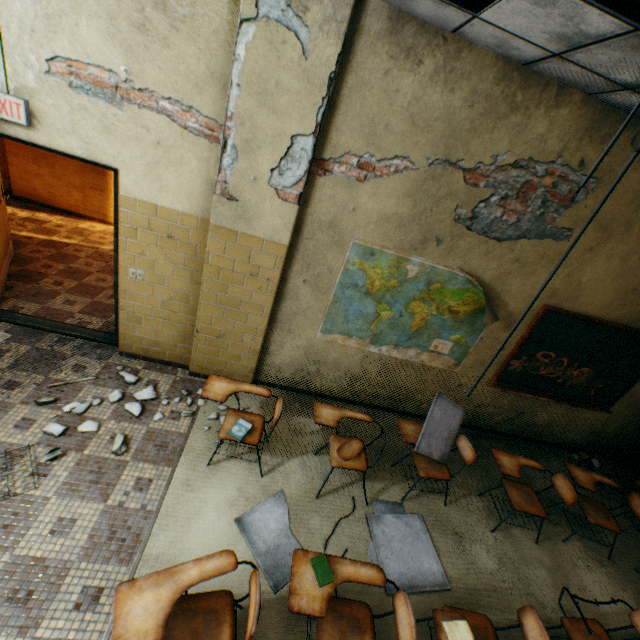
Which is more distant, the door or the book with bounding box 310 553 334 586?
the door

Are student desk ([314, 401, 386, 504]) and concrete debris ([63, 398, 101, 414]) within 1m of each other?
no

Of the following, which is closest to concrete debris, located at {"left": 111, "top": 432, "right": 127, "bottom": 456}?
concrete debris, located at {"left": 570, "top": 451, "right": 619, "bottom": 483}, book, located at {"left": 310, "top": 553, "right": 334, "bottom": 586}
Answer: book, located at {"left": 310, "top": 553, "right": 334, "bottom": 586}

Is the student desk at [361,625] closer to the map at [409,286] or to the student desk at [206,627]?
the student desk at [206,627]

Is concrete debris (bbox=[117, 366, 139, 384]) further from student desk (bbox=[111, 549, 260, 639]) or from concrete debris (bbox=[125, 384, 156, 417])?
student desk (bbox=[111, 549, 260, 639])

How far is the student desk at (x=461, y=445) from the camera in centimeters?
334cm

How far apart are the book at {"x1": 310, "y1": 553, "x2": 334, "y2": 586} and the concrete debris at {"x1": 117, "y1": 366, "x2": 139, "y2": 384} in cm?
277

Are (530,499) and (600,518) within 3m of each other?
yes
